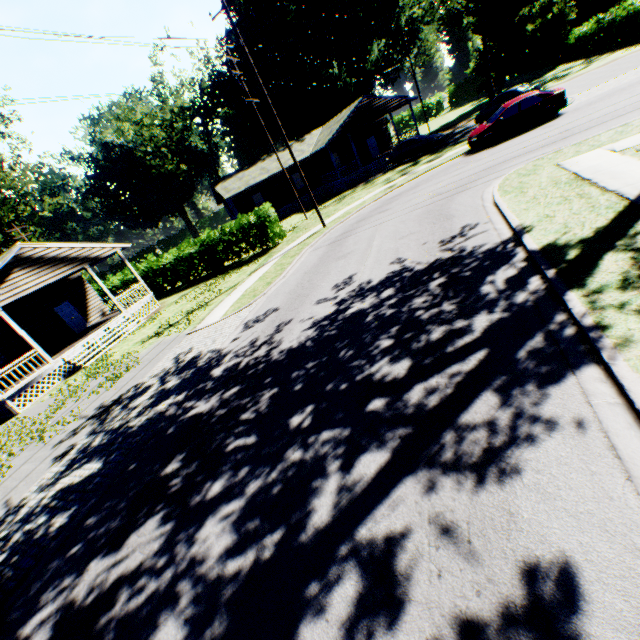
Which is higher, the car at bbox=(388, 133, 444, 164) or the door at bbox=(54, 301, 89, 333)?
the door at bbox=(54, 301, 89, 333)

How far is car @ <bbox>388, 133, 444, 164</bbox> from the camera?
27.4m

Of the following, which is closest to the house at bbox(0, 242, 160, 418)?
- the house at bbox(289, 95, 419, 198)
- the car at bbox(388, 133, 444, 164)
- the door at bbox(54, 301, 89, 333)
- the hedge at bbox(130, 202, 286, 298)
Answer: the door at bbox(54, 301, 89, 333)

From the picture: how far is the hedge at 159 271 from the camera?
21.8 meters

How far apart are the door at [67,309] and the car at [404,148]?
28.72m

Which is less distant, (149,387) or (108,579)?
(108,579)

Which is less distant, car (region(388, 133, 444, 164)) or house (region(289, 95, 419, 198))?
car (region(388, 133, 444, 164))
